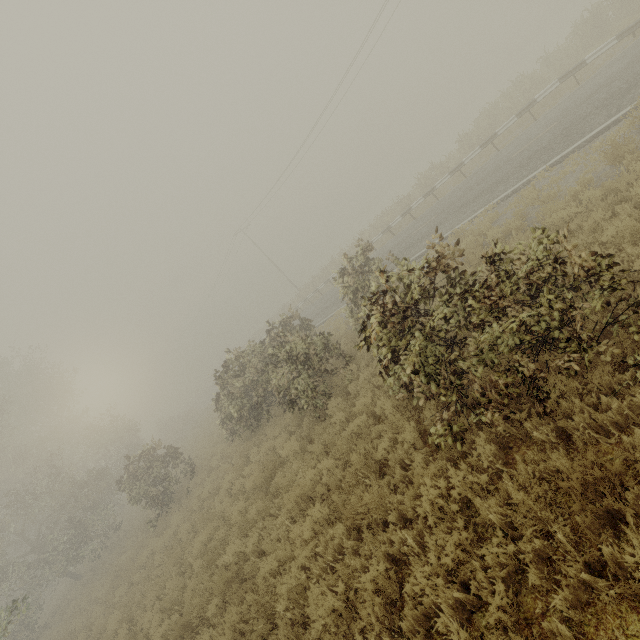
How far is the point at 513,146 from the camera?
15.1m
